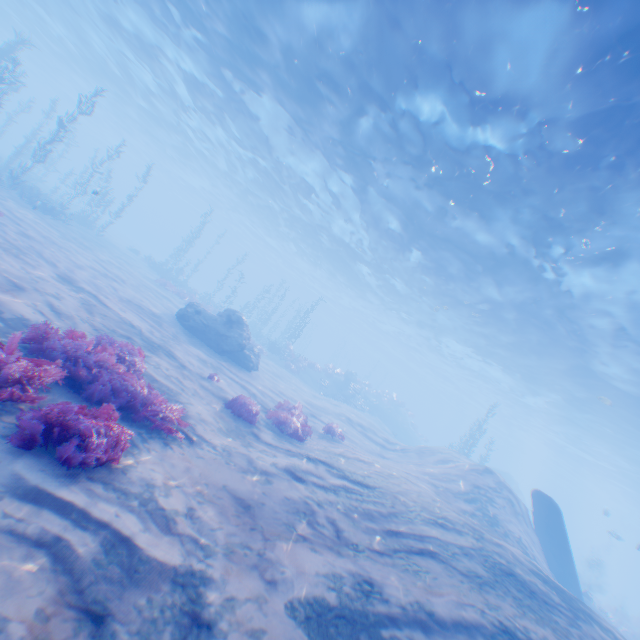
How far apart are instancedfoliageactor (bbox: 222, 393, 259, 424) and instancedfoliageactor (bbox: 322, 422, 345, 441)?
4.2 meters

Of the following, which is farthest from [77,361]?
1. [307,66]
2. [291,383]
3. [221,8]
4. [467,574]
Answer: [291,383]

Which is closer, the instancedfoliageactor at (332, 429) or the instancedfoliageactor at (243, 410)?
the instancedfoliageactor at (243, 410)

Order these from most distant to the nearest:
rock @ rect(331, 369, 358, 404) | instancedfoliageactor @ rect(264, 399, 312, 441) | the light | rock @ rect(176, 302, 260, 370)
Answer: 1. rock @ rect(331, 369, 358, 404)
2. rock @ rect(176, 302, 260, 370)
3. instancedfoliageactor @ rect(264, 399, 312, 441)
4. the light

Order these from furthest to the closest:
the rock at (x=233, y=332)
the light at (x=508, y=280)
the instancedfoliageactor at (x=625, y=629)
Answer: the instancedfoliageactor at (x=625, y=629) → the rock at (x=233, y=332) → the light at (x=508, y=280)

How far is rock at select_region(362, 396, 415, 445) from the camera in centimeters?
3591cm

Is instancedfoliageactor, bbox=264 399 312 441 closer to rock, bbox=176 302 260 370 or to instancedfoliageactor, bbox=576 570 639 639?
rock, bbox=176 302 260 370
